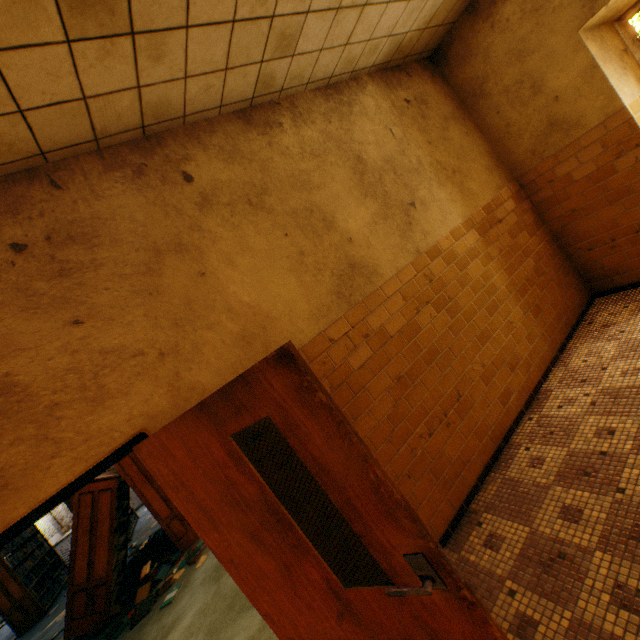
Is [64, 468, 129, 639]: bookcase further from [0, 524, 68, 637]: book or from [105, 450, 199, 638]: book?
[0, 524, 68, 637]: book

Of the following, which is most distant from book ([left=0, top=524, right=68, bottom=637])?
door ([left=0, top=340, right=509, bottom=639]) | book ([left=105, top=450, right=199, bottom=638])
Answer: door ([left=0, top=340, right=509, bottom=639])

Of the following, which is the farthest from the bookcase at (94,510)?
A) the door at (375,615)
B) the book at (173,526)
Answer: the door at (375,615)

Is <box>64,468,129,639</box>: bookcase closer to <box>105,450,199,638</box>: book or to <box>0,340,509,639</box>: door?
<box>105,450,199,638</box>: book

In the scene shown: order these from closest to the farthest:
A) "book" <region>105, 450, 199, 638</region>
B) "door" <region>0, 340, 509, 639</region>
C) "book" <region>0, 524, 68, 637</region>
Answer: "door" <region>0, 340, 509, 639</region> → "book" <region>105, 450, 199, 638</region> → "book" <region>0, 524, 68, 637</region>

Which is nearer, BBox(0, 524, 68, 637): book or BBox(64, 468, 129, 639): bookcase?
BBox(64, 468, 129, 639): bookcase

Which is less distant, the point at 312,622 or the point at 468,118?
the point at 312,622

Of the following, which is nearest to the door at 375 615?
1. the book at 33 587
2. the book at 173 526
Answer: the book at 173 526
